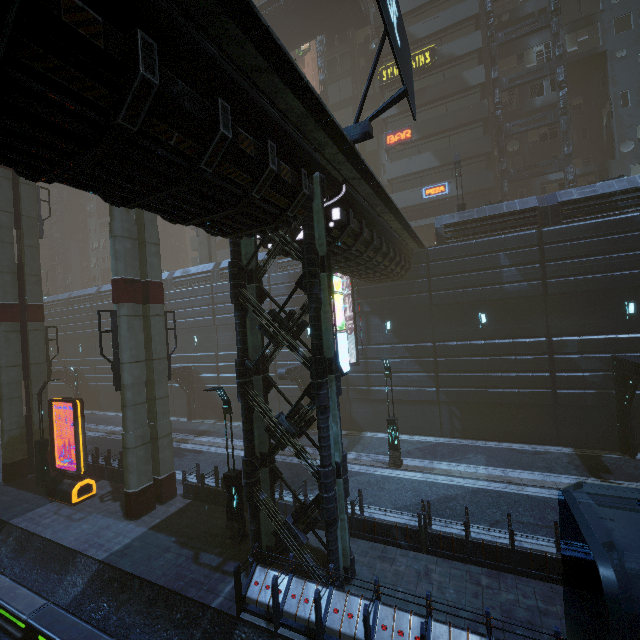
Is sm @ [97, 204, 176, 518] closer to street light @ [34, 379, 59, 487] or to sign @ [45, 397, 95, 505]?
street light @ [34, 379, 59, 487]

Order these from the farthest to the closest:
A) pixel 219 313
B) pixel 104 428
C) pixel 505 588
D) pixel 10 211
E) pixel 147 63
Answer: pixel 104 428 → pixel 219 313 → pixel 10 211 → pixel 505 588 → pixel 147 63

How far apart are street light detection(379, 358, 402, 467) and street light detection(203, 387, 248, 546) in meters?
7.6 m

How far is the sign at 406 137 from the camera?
29.8 meters

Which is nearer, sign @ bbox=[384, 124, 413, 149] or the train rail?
the train rail

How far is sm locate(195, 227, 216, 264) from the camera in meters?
32.2

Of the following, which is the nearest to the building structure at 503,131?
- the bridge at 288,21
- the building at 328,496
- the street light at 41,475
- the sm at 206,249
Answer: the building at 328,496

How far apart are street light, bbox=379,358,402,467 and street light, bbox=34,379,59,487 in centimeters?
1803cm
